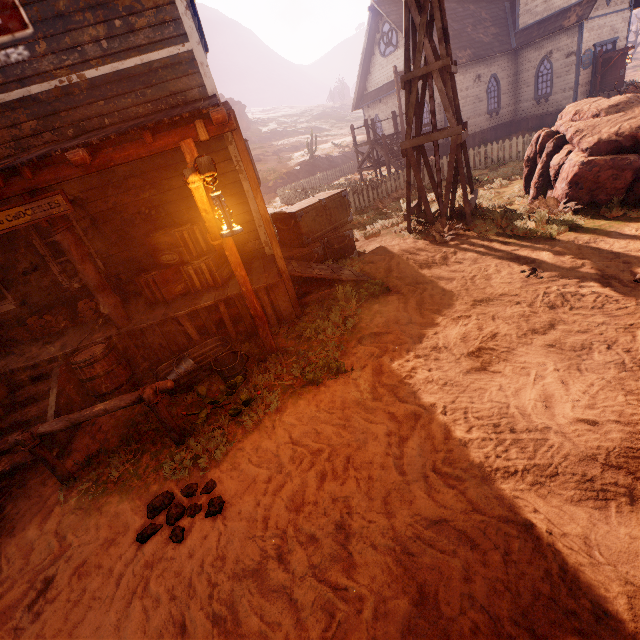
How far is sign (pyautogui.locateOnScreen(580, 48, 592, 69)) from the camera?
18.22m

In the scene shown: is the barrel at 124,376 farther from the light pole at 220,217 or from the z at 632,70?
the light pole at 220,217

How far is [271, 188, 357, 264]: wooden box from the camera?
7.9m

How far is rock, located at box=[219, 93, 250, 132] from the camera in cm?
5150

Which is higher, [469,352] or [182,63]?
[182,63]

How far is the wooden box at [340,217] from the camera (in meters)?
7.92

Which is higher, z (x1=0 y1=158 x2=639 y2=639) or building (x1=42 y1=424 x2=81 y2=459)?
building (x1=42 y1=424 x2=81 y2=459)

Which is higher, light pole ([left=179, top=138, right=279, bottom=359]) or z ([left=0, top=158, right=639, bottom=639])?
light pole ([left=179, top=138, right=279, bottom=359])
